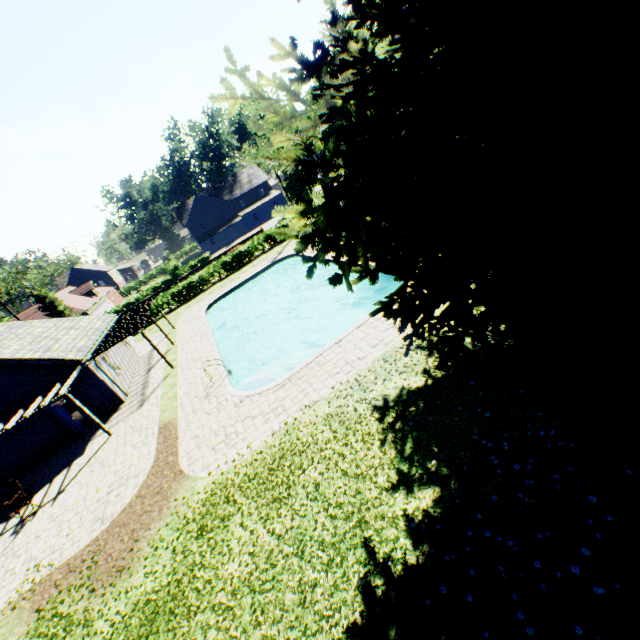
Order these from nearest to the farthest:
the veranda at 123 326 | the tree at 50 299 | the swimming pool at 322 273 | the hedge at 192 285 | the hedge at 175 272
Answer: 1. the veranda at 123 326
2. the swimming pool at 322 273
3. the hedge at 192 285
4. the tree at 50 299
5. the hedge at 175 272

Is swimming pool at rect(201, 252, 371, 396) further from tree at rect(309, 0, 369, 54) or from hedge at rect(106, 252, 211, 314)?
hedge at rect(106, 252, 211, 314)

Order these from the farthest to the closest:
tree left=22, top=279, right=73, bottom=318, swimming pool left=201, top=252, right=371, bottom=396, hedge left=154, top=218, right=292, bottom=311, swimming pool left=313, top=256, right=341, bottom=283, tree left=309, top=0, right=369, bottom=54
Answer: tree left=22, top=279, right=73, bottom=318
hedge left=154, top=218, right=292, bottom=311
swimming pool left=313, top=256, right=341, bottom=283
tree left=309, top=0, right=369, bottom=54
swimming pool left=201, top=252, right=371, bottom=396

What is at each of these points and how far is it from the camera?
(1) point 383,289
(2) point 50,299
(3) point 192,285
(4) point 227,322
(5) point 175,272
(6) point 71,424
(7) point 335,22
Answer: (1) swimming pool, 18.81m
(2) tree, 45.53m
(3) hedge, 36.09m
(4) swimming pool, 30.72m
(5) hedge, 51.50m
(6) door, 17.73m
(7) tree, 20.81m

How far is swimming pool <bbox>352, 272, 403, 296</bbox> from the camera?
17.3 meters

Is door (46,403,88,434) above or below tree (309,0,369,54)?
A: below

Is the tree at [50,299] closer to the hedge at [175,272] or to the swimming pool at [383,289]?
the hedge at [175,272]
